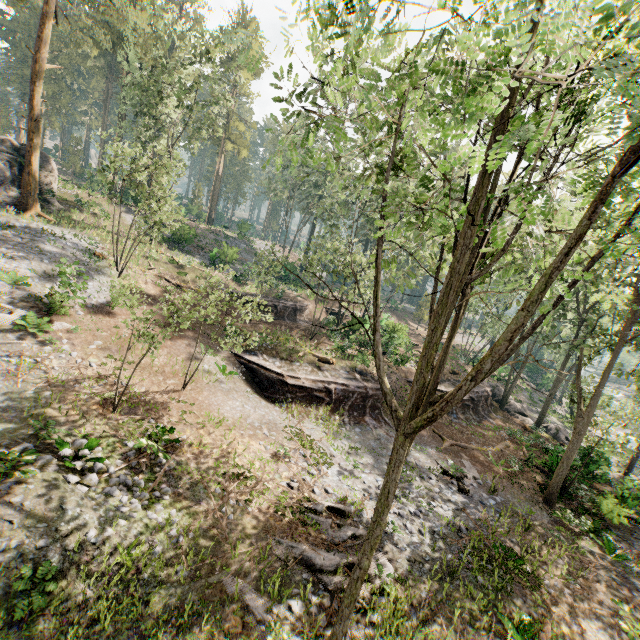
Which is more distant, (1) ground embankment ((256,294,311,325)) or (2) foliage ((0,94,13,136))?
(2) foliage ((0,94,13,136))

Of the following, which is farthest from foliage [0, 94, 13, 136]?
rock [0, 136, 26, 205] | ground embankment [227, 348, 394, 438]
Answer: ground embankment [227, 348, 394, 438]

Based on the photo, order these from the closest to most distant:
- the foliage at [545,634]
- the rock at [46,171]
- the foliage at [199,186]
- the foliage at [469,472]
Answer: the foliage at [545,634] < the foliage at [469,472] < the rock at [46,171] < the foliage at [199,186]

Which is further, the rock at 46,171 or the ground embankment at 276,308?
the ground embankment at 276,308

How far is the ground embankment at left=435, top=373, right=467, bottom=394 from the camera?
25.8 meters

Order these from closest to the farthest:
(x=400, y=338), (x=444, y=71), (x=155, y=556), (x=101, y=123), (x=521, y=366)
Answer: (x=444, y=71)
(x=155, y=556)
(x=400, y=338)
(x=521, y=366)
(x=101, y=123)

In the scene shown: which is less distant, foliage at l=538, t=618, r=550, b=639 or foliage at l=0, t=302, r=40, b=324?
foliage at l=538, t=618, r=550, b=639

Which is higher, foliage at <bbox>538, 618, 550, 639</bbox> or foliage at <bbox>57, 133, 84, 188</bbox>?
foliage at <bbox>57, 133, 84, 188</bbox>
